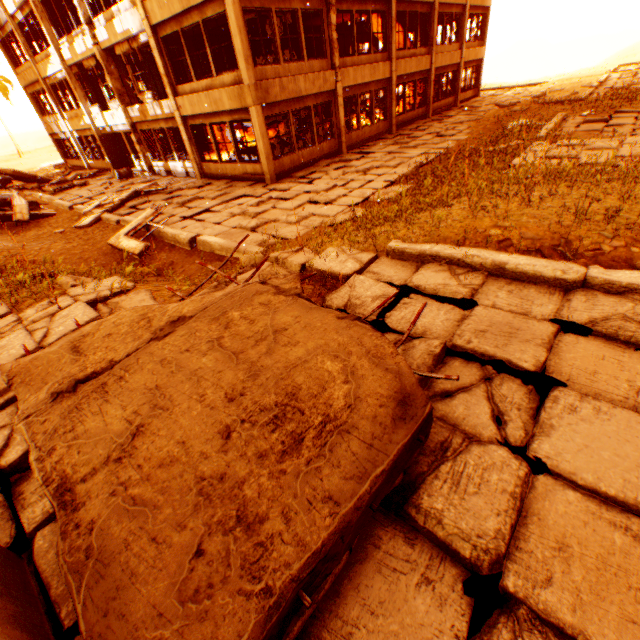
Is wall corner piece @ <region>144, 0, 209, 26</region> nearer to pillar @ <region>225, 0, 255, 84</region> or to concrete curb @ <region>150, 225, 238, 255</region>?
pillar @ <region>225, 0, 255, 84</region>

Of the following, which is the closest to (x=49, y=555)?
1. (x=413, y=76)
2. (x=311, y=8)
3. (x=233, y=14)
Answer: (x=233, y=14)

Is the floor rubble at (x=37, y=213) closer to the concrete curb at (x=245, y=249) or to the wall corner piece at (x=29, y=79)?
the concrete curb at (x=245, y=249)

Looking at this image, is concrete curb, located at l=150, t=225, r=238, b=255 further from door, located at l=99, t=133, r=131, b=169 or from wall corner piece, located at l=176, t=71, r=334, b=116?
wall corner piece, located at l=176, t=71, r=334, b=116

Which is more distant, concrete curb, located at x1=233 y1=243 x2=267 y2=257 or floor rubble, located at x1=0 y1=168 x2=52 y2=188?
floor rubble, located at x1=0 y1=168 x2=52 y2=188

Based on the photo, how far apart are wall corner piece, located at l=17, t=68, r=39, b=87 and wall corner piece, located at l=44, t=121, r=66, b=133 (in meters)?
2.25

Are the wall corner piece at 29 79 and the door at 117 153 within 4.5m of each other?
no

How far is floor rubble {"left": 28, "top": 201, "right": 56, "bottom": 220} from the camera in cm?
1376
